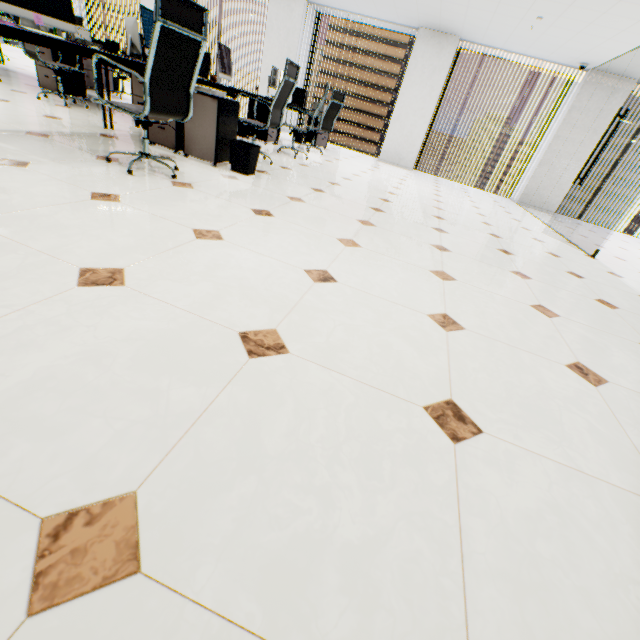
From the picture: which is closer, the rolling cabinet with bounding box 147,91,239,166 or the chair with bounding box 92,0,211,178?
the chair with bounding box 92,0,211,178

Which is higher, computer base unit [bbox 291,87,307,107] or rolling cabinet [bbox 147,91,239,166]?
computer base unit [bbox 291,87,307,107]

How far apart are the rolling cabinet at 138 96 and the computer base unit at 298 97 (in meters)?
3.51

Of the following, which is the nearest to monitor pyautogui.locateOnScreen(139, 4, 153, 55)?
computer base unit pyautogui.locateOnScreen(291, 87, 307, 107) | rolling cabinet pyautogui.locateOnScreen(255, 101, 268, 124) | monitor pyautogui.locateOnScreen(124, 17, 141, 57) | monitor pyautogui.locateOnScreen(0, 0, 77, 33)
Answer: monitor pyautogui.locateOnScreen(0, 0, 77, 33)

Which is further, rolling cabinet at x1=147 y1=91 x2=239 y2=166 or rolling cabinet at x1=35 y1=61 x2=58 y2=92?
rolling cabinet at x1=35 y1=61 x2=58 y2=92

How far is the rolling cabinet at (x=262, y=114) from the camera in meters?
5.9

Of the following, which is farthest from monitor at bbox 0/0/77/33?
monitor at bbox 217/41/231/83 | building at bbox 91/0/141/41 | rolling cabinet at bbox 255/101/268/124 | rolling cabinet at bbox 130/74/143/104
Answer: building at bbox 91/0/141/41

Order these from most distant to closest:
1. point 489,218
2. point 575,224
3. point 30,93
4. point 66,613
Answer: point 575,224
point 489,218
point 30,93
point 66,613
